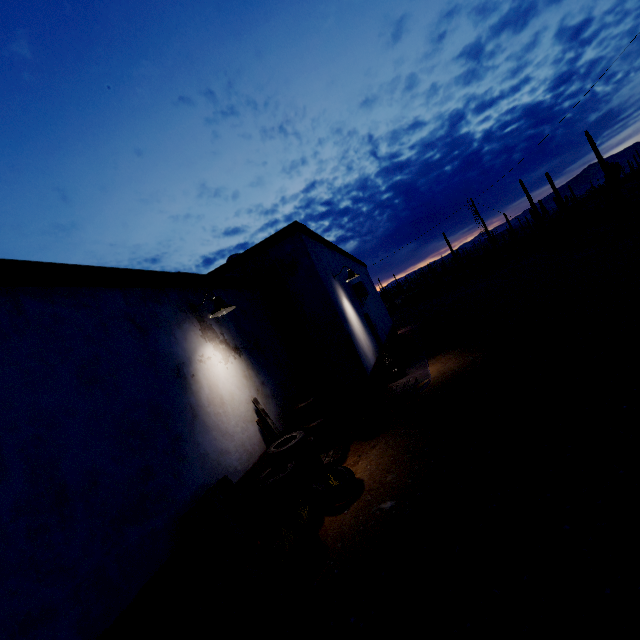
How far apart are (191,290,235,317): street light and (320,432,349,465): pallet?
3.2m

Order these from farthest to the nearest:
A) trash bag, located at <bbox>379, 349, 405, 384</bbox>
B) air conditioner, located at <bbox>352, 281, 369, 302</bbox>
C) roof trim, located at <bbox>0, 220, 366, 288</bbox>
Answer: air conditioner, located at <bbox>352, 281, 369, 302</bbox> → trash bag, located at <bbox>379, 349, 405, 384</bbox> → roof trim, located at <bbox>0, 220, 366, 288</bbox>

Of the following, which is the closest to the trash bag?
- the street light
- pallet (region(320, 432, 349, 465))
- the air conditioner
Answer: the air conditioner

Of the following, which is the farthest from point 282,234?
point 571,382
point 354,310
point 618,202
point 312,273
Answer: point 618,202

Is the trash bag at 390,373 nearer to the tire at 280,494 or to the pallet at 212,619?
the tire at 280,494

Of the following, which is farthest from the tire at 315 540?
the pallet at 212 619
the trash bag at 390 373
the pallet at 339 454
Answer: the trash bag at 390 373

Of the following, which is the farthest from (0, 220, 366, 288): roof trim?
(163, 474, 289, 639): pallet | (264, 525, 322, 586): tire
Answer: (264, 525, 322, 586): tire
